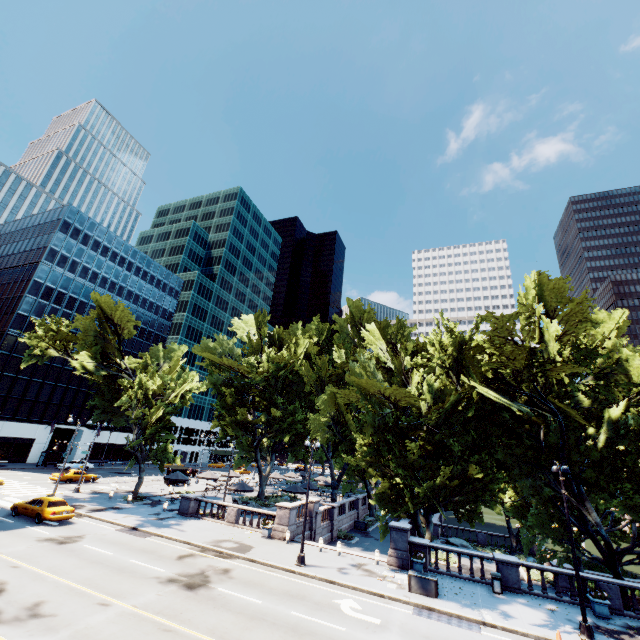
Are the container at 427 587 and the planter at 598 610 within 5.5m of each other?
no

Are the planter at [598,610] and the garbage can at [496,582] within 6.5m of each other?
yes

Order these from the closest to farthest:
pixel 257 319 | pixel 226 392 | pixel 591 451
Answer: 1. pixel 591 451
2. pixel 226 392
3. pixel 257 319

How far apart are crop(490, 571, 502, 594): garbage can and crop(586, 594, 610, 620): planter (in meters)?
4.19

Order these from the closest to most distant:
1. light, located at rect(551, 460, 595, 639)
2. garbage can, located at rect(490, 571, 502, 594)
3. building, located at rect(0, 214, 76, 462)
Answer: light, located at rect(551, 460, 595, 639), garbage can, located at rect(490, 571, 502, 594), building, located at rect(0, 214, 76, 462)

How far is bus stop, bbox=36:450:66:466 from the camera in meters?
49.9 m

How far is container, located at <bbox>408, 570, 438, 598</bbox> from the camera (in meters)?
17.33

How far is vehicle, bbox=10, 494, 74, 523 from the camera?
23.0 meters
